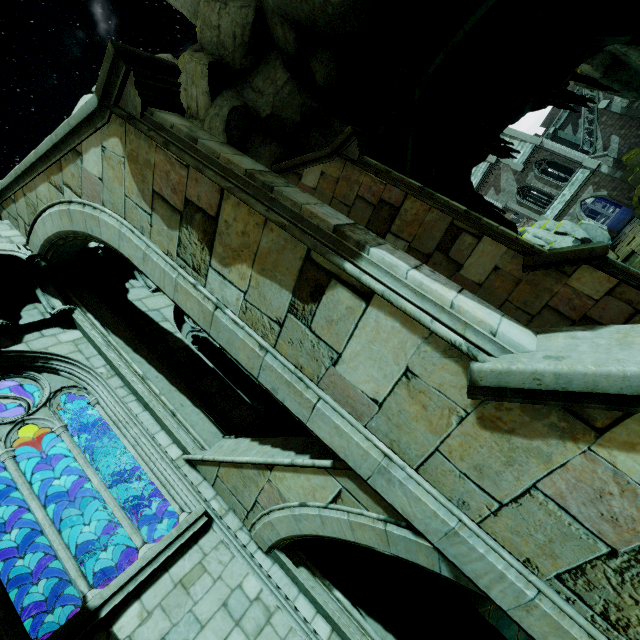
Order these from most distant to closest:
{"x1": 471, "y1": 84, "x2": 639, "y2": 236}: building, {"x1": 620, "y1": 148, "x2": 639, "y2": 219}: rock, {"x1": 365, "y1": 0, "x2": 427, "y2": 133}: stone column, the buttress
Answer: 1. {"x1": 471, "y1": 84, "x2": 639, "y2": 236}: building
2. {"x1": 620, "y1": 148, "x2": 639, "y2": 219}: rock
3. {"x1": 365, "y1": 0, "x2": 427, "y2": 133}: stone column
4. the buttress

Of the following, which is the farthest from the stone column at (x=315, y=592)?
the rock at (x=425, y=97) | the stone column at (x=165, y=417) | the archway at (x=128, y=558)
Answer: the archway at (x=128, y=558)

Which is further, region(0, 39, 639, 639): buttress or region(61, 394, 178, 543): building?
region(61, 394, 178, 543): building

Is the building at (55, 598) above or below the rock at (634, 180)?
above

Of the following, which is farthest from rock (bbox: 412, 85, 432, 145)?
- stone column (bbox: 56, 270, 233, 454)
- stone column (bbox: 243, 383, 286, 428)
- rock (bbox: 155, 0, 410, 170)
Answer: stone column (bbox: 56, 270, 233, 454)

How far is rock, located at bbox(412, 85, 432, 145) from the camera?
12.1 meters

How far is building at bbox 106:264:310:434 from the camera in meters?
7.3 m

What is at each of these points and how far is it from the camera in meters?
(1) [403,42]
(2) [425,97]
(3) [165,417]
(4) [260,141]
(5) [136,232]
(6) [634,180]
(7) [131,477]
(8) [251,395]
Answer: (1) stone column, 9.9 m
(2) rock, 12.4 m
(3) stone column, 6.6 m
(4) rock, 10.1 m
(5) buttress, 4.8 m
(6) rock, 31.3 m
(7) stone column, 9.8 m
(8) stone column, 13.6 m
